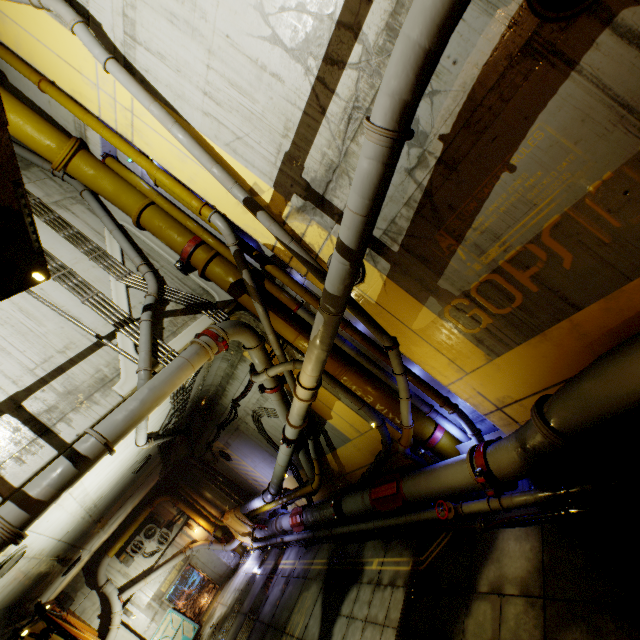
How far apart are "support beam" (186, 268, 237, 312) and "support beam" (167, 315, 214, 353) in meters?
0.3

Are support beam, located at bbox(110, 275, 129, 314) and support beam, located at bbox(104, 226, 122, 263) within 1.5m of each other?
yes

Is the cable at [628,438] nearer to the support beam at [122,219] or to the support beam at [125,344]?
the support beam at [125,344]

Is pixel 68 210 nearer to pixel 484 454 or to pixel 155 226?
pixel 155 226

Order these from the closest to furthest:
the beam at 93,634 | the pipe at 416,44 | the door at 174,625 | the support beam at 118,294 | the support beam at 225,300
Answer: the pipe at 416,44 → the support beam at 118,294 → the support beam at 225,300 → the beam at 93,634 → the door at 174,625

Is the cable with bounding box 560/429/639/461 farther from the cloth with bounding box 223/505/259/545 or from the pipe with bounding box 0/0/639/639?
the cloth with bounding box 223/505/259/545

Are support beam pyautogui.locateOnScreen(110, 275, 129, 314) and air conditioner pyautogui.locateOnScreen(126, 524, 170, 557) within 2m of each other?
no

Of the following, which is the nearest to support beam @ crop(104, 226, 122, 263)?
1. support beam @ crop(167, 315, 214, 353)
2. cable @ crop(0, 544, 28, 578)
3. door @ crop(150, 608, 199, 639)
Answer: support beam @ crop(167, 315, 214, 353)
